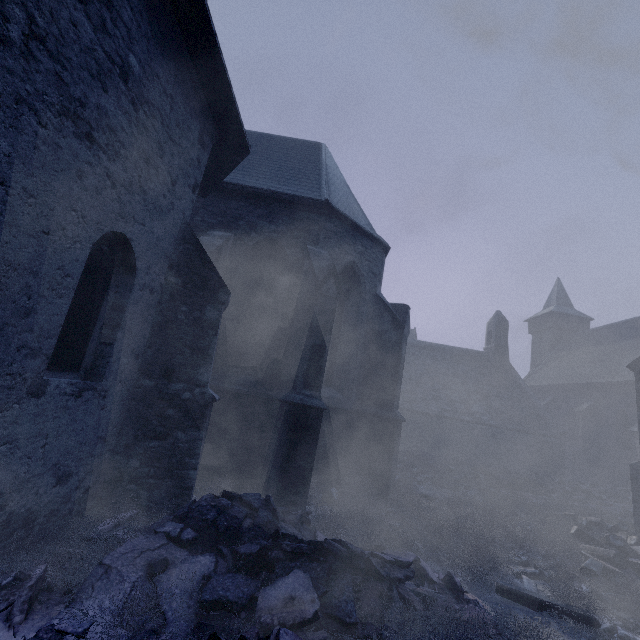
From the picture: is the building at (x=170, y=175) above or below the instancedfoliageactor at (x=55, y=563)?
above

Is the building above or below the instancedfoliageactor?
above

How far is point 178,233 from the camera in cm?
574
